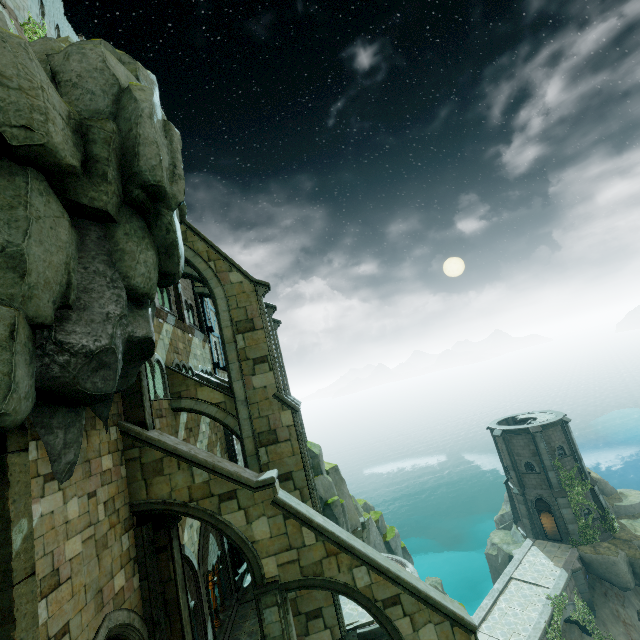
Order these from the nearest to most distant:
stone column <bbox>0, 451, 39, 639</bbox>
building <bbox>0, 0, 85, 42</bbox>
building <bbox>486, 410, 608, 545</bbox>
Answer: stone column <bbox>0, 451, 39, 639</bbox> < building <bbox>0, 0, 85, 42</bbox> < building <bbox>486, 410, 608, 545</bbox>

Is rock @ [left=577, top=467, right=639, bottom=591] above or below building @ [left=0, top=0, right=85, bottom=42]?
below

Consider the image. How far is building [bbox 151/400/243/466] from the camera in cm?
1363

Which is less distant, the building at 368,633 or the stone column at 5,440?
the stone column at 5,440

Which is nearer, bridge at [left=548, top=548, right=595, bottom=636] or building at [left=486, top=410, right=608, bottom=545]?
bridge at [left=548, top=548, right=595, bottom=636]

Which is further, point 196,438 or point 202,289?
point 202,289

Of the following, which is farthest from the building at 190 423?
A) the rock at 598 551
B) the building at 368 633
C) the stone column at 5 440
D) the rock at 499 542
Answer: the rock at 598 551

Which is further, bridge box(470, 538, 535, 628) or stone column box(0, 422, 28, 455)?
bridge box(470, 538, 535, 628)
